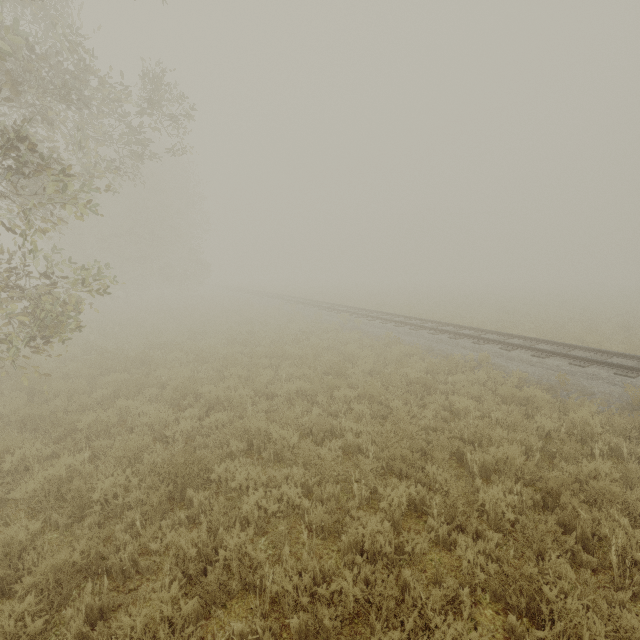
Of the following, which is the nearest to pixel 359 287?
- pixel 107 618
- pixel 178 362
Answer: pixel 178 362
